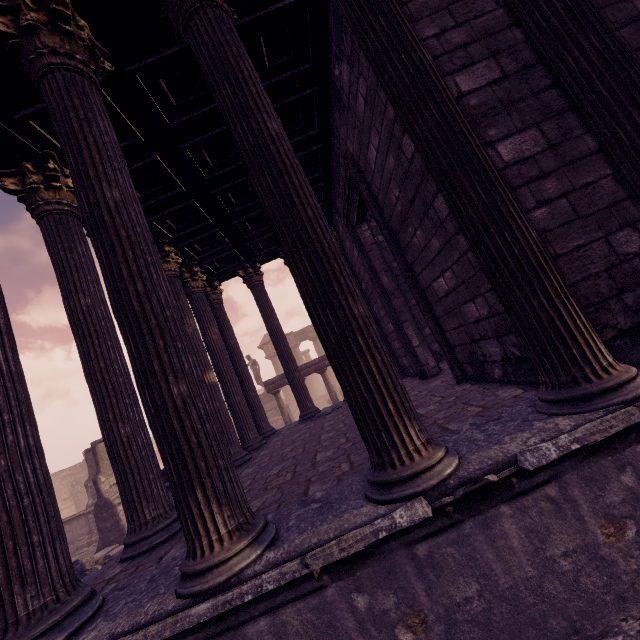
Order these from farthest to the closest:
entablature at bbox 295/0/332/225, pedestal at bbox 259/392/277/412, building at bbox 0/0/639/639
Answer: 1. pedestal at bbox 259/392/277/412
2. entablature at bbox 295/0/332/225
3. building at bbox 0/0/639/639

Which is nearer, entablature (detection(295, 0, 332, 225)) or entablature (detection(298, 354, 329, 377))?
entablature (detection(295, 0, 332, 225))

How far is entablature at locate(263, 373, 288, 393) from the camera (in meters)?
14.12

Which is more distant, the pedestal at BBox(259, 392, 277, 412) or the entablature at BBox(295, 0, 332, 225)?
the pedestal at BBox(259, 392, 277, 412)

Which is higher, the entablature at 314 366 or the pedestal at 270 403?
the entablature at 314 366

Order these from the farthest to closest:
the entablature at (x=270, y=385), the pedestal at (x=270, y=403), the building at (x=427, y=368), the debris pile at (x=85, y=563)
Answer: the pedestal at (x=270, y=403), the entablature at (x=270, y=385), the debris pile at (x=85, y=563), the building at (x=427, y=368)

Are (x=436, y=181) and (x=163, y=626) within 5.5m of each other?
yes
